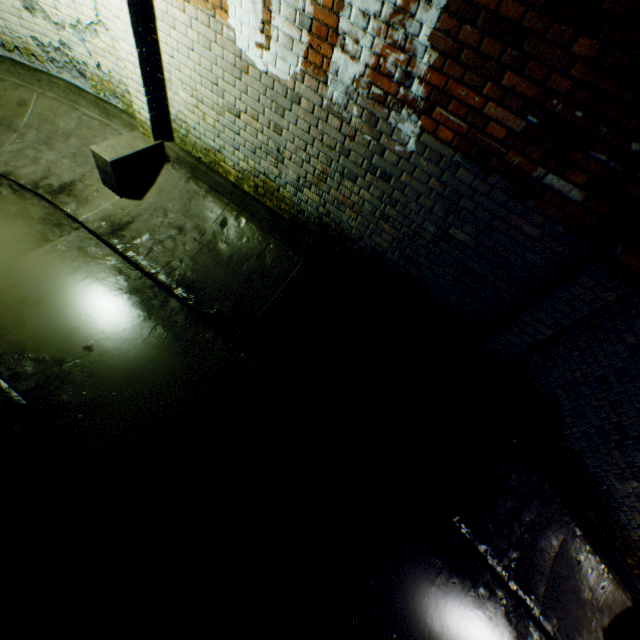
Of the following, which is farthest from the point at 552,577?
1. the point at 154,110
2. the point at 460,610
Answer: the point at 154,110

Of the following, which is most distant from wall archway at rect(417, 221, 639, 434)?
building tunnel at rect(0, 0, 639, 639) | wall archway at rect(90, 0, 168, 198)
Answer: wall archway at rect(90, 0, 168, 198)

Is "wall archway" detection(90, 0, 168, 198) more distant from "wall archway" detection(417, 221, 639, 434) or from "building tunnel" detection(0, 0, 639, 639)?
"wall archway" detection(417, 221, 639, 434)

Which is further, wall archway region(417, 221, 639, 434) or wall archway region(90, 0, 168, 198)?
wall archway region(90, 0, 168, 198)

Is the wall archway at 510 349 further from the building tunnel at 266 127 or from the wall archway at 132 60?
the wall archway at 132 60

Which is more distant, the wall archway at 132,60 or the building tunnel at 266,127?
the wall archway at 132,60
